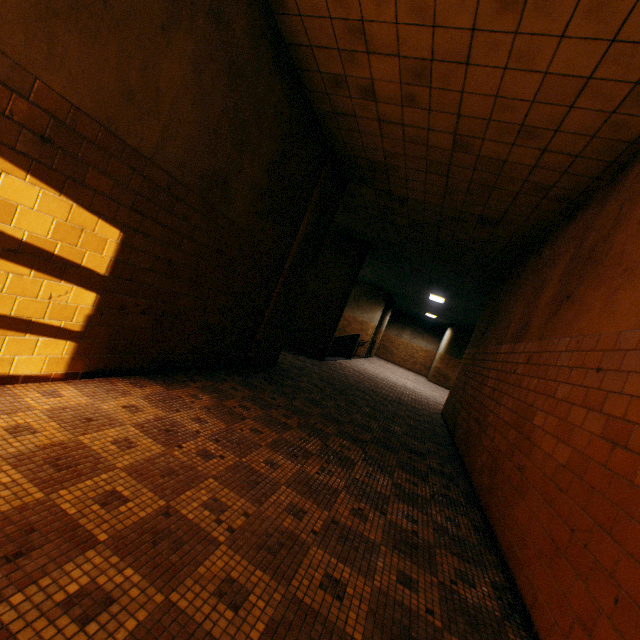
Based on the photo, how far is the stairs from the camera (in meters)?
13.79

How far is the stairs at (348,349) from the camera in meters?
13.8

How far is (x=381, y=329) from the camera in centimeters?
2153cm
